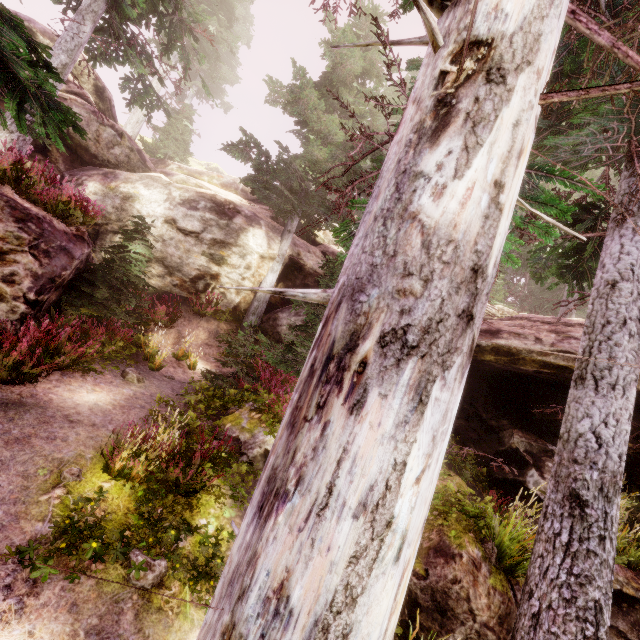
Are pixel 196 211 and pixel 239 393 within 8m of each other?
no

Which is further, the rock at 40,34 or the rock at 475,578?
the rock at 40,34

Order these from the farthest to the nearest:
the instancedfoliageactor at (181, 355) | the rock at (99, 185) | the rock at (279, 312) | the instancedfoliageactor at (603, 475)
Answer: the rock at (279, 312) < the instancedfoliageactor at (181, 355) < the rock at (99, 185) < the instancedfoliageactor at (603, 475)

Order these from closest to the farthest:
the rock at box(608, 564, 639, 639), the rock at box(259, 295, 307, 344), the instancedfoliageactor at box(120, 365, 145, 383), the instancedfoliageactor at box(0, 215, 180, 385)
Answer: the instancedfoliageactor at box(0, 215, 180, 385) → the rock at box(608, 564, 639, 639) → the instancedfoliageactor at box(120, 365, 145, 383) → the rock at box(259, 295, 307, 344)

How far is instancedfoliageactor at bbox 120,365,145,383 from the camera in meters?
7.9 m

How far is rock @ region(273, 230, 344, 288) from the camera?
15.58m

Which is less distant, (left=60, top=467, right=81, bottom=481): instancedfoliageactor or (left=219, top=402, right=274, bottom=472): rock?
(left=60, top=467, right=81, bottom=481): instancedfoliageactor
